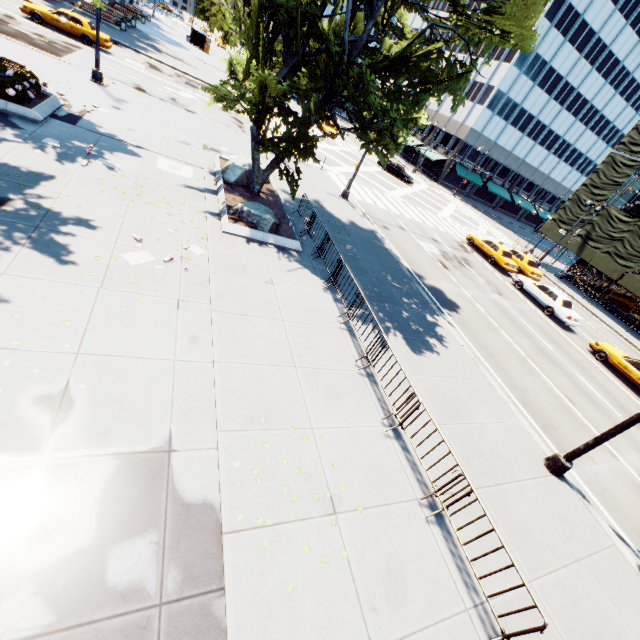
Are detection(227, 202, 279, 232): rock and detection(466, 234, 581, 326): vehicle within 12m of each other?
no

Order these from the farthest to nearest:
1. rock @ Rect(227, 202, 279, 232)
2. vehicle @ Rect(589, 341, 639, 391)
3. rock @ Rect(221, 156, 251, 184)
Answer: vehicle @ Rect(589, 341, 639, 391)
rock @ Rect(221, 156, 251, 184)
rock @ Rect(227, 202, 279, 232)

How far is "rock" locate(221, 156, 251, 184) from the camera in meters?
14.8 m

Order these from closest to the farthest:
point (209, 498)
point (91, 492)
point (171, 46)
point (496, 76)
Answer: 1. point (91, 492)
2. point (209, 498)
3. point (171, 46)
4. point (496, 76)

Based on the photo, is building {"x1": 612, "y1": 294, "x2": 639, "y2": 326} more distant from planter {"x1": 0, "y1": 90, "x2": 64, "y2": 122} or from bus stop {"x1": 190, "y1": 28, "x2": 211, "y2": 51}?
bus stop {"x1": 190, "y1": 28, "x2": 211, "y2": 51}

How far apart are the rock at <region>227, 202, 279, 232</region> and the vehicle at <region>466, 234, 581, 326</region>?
19.2m

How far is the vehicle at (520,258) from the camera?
21.3m

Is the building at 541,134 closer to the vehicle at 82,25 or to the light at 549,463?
the vehicle at 82,25
